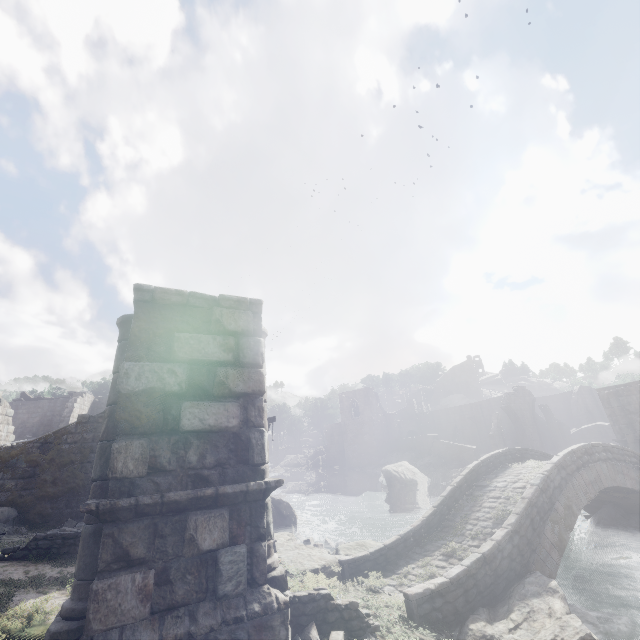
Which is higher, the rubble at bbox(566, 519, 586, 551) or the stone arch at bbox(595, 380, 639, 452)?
the stone arch at bbox(595, 380, 639, 452)

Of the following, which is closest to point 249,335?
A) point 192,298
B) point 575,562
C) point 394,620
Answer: → point 192,298

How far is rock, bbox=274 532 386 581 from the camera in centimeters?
1116cm

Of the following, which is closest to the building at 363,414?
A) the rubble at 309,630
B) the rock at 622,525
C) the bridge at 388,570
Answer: the bridge at 388,570

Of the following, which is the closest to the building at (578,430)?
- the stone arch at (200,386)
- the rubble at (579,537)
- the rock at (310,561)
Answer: the stone arch at (200,386)

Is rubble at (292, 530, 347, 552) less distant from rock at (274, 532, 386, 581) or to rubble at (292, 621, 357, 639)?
rock at (274, 532, 386, 581)

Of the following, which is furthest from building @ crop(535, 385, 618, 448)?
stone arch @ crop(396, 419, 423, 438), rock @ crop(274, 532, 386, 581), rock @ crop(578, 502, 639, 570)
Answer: rock @ crop(578, 502, 639, 570)

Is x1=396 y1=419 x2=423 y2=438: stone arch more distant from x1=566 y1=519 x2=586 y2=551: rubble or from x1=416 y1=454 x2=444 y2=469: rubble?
x1=566 y1=519 x2=586 y2=551: rubble
